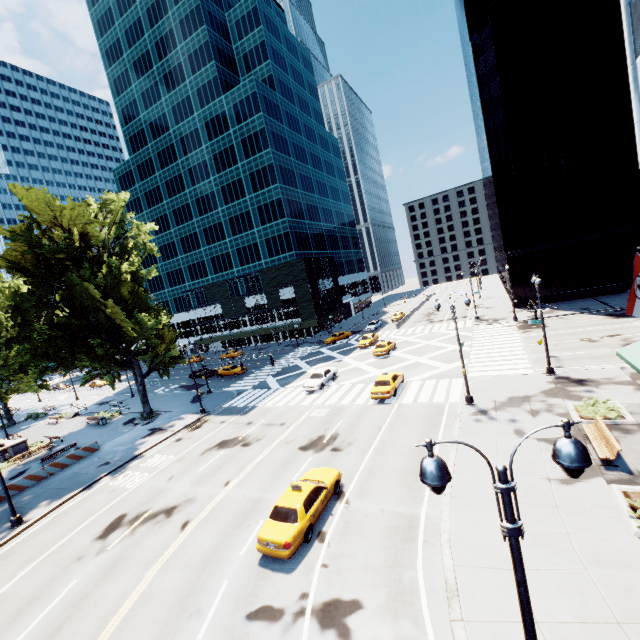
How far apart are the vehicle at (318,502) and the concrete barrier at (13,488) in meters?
23.1 m

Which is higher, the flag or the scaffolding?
the scaffolding

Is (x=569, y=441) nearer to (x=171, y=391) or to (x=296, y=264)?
(x=171, y=391)

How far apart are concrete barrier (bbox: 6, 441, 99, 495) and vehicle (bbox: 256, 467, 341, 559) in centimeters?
2306cm

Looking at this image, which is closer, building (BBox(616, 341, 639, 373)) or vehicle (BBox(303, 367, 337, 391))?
building (BBox(616, 341, 639, 373))

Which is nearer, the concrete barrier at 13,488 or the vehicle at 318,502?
the vehicle at 318,502

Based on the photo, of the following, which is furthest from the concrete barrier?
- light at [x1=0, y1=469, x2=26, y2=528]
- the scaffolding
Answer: the scaffolding

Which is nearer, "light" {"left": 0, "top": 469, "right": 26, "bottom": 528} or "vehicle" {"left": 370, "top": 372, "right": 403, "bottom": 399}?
"light" {"left": 0, "top": 469, "right": 26, "bottom": 528}
